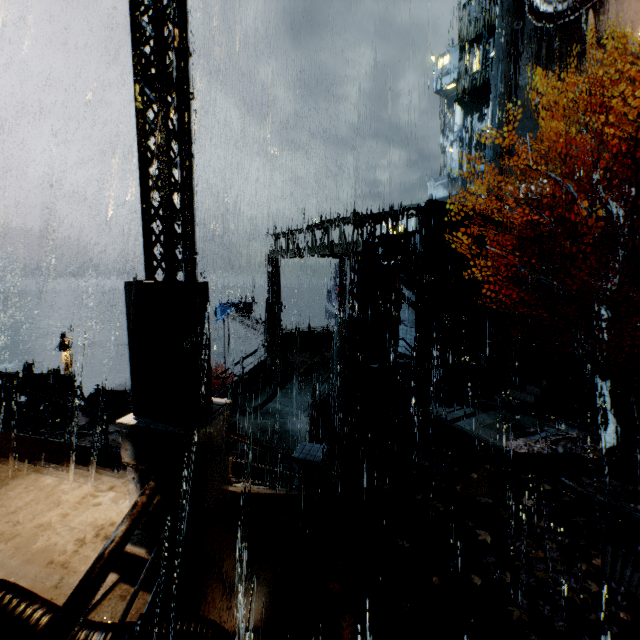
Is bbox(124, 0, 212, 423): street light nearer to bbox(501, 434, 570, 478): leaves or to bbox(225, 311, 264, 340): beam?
bbox(501, 434, 570, 478): leaves

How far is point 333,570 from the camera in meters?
7.1

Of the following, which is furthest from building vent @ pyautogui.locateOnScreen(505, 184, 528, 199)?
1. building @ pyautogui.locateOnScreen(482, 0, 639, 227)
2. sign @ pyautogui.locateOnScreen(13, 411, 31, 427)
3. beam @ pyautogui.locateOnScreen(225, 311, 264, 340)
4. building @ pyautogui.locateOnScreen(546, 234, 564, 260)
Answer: sign @ pyautogui.locateOnScreen(13, 411, 31, 427)

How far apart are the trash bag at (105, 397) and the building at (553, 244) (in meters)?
28.70

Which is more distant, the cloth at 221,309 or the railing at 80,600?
the cloth at 221,309

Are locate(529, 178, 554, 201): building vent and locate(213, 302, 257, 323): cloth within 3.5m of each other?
no

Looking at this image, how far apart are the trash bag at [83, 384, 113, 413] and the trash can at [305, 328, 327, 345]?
10.5 meters

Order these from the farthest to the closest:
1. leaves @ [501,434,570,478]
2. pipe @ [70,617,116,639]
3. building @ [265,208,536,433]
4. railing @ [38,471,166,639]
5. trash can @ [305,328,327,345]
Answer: trash can @ [305,328,327,345], building @ [265,208,536,433], leaves @ [501,434,570,478], pipe @ [70,617,116,639], railing @ [38,471,166,639]
